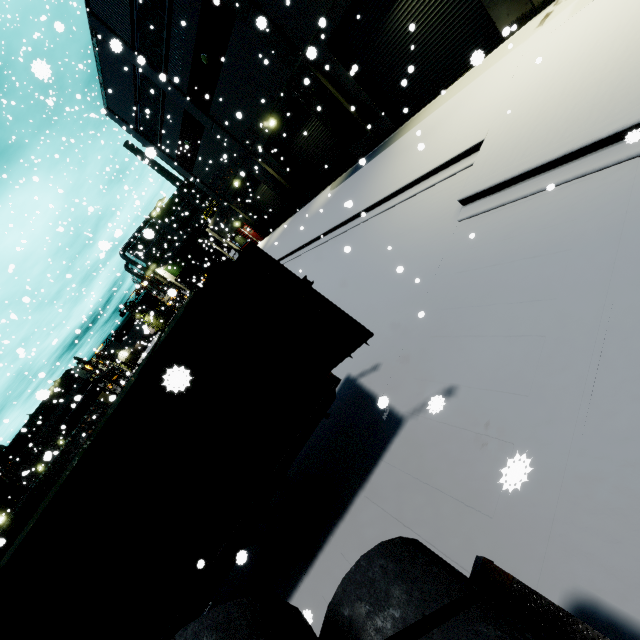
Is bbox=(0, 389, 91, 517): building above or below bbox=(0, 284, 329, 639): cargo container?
above

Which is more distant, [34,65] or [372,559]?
[34,65]

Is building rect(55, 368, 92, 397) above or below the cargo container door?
above

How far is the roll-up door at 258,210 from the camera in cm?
2411

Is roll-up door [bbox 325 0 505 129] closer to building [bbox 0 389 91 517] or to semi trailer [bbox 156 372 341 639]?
building [bbox 0 389 91 517]

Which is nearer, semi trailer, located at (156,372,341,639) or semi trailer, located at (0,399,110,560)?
semi trailer, located at (156,372,341,639)

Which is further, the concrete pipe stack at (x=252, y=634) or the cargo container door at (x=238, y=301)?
the cargo container door at (x=238, y=301)
